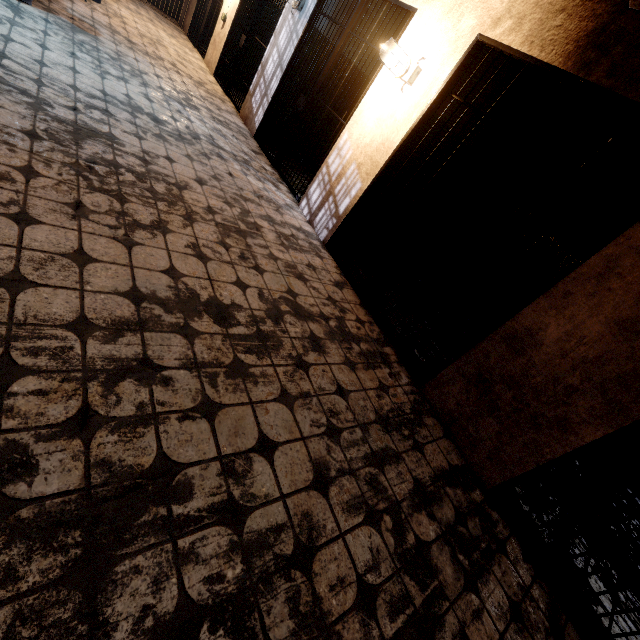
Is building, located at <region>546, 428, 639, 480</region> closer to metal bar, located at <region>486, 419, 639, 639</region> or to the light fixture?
metal bar, located at <region>486, 419, 639, 639</region>

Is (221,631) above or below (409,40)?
below

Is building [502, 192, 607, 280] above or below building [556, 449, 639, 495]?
above

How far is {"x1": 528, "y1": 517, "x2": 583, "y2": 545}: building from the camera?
2.4 meters

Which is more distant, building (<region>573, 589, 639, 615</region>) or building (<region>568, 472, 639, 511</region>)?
building (<region>568, 472, 639, 511</region>)

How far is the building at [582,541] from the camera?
2.38m

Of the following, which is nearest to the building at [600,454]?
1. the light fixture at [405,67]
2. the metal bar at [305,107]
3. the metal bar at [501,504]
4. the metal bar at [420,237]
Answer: the metal bar at [501,504]
